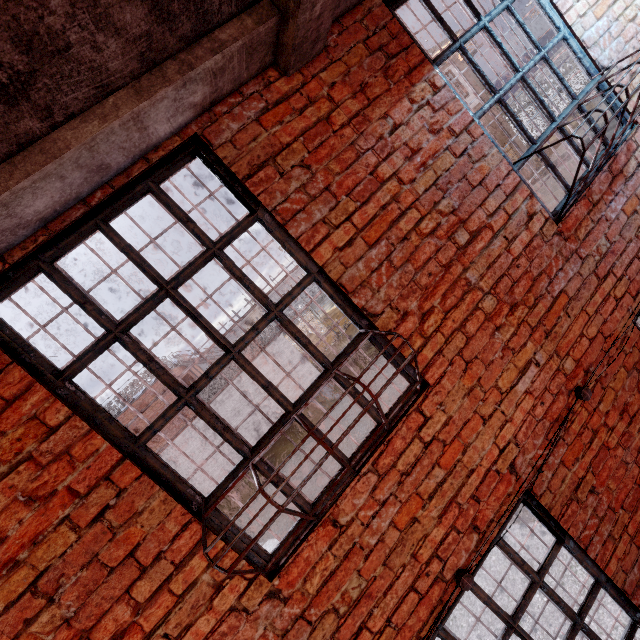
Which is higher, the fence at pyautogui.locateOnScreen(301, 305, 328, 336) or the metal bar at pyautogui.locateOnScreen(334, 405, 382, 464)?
the metal bar at pyautogui.locateOnScreen(334, 405, 382, 464)

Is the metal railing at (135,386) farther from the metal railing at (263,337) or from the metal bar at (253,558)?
the metal bar at (253,558)

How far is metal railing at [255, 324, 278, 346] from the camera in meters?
19.5 m

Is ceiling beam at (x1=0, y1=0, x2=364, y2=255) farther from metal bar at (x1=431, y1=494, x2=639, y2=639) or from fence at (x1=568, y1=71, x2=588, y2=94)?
fence at (x1=568, y1=71, x2=588, y2=94)

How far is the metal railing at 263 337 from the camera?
19.5m

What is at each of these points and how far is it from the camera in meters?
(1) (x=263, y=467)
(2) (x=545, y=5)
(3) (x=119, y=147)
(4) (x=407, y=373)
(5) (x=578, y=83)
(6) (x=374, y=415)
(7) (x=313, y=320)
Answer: (1) metal bar, 1.7 m
(2) metal bar, 2.6 m
(3) ceiling beam, 1.5 m
(4) metal bar, 2.0 m
(5) fence, 24.8 m
(6) metal bar, 1.9 m
(7) fence, 31.7 m

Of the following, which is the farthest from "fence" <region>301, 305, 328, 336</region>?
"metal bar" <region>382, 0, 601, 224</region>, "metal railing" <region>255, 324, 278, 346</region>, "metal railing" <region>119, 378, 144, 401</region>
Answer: "metal bar" <region>382, 0, 601, 224</region>

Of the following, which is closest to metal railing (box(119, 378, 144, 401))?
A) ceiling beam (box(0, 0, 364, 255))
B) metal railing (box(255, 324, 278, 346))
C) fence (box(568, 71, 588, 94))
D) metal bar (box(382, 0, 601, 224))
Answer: metal railing (box(255, 324, 278, 346))
